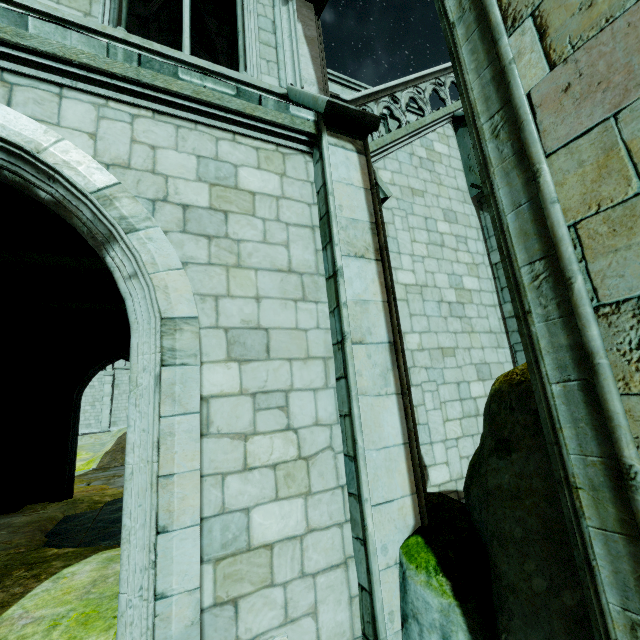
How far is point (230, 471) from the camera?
2.9m

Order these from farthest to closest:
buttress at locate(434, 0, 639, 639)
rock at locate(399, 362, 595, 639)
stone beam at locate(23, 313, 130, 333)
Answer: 1. stone beam at locate(23, 313, 130, 333)
2. rock at locate(399, 362, 595, 639)
3. buttress at locate(434, 0, 639, 639)

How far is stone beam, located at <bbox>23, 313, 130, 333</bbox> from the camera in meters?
10.9 m

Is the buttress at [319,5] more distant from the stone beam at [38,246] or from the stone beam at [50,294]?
the stone beam at [50,294]

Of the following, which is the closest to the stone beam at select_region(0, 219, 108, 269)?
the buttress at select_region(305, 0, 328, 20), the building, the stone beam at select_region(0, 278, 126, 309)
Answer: the building

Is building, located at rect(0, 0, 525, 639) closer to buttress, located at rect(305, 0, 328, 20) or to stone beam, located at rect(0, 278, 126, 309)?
buttress, located at rect(305, 0, 328, 20)

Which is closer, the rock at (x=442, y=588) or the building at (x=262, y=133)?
the rock at (x=442, y=588)

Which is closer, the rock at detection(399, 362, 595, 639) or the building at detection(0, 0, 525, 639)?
the rock at detection(399, 362, 595, 639)
